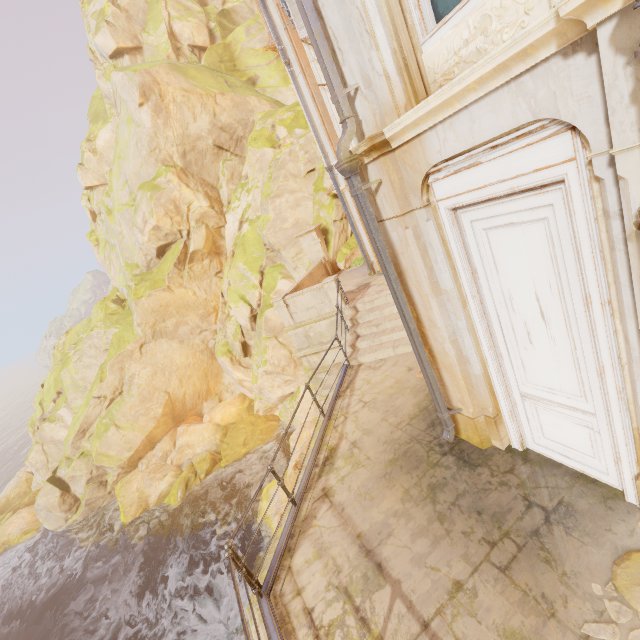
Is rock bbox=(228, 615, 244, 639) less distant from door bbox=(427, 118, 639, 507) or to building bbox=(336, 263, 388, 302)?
building bbox=(336, 263, 388, 302)

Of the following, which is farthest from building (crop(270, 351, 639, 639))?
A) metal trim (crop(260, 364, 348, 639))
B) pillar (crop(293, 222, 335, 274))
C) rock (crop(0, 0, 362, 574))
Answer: pillar (crop(293, 222, 335, 274))

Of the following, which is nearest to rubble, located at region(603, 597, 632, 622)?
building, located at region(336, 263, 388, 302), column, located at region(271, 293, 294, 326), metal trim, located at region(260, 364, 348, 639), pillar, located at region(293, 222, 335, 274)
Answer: building, located at region(336, 263, 388, 302)

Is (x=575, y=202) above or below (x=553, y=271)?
above

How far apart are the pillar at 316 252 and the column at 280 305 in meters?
5.5

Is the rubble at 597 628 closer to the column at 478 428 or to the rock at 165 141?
the column at 478 428

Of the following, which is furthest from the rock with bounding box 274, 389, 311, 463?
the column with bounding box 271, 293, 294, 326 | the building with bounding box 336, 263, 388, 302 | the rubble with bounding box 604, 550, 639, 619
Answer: the rubble with bounding box 604, 550, 639, 619

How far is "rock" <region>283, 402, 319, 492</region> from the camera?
16.5 meters
